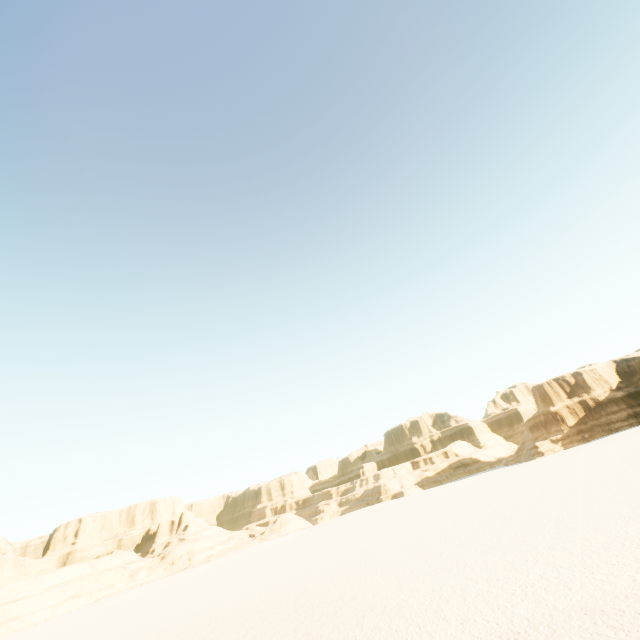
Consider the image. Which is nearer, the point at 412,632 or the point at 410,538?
the point at 412,632
